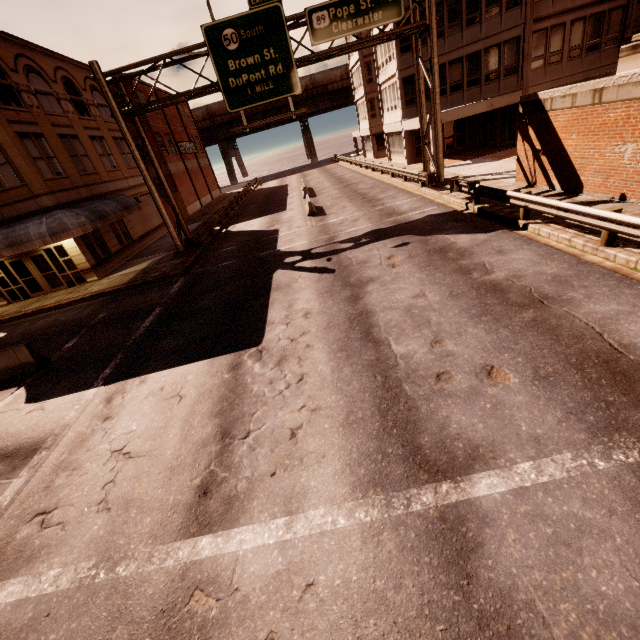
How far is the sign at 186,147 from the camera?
41.1 meters

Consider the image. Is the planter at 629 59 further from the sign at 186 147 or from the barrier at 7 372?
the sign at 186 147

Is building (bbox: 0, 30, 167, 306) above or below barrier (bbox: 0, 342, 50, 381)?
above

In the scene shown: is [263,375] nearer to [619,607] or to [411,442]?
[411,442]

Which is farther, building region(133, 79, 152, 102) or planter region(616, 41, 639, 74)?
building region(133, 79, 152, 102)

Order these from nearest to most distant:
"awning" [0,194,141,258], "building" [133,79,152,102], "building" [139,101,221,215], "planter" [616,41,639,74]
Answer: "planter" [616,41,639,74] < "awning" [0,194,141,258] < "building" [133,79,152,102] < "building" [139,101,221,215]

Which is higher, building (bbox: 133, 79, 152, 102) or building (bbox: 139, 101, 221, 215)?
building (bbox: 133, 79, 152, 102)

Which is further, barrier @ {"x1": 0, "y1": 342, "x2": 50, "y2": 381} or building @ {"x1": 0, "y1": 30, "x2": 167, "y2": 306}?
building @ {"x1": 0, "y1": 30, "x2": 167, "y2": 306}
